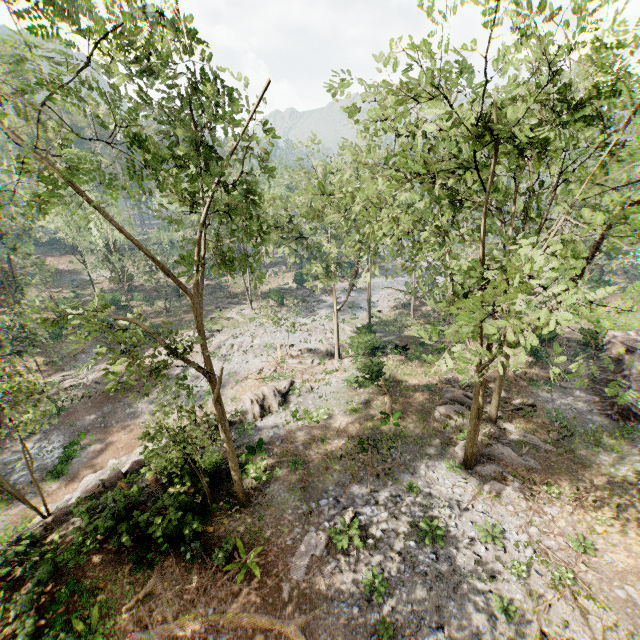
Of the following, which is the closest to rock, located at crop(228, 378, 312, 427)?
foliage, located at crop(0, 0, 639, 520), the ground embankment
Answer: foliage, located at crop(0, 0, 639, 520)

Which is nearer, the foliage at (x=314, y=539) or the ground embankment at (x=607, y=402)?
the foliage at (x=314, y=539)

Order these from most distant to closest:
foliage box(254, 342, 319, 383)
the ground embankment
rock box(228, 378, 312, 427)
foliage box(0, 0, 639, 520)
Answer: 1. foliage box(254, 342, 319, 383)
2. rock box(228, 378, 312, 427)
3. the ground embankment
4. foliage box(0, 0, 639, 520)

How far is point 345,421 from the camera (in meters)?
21.03

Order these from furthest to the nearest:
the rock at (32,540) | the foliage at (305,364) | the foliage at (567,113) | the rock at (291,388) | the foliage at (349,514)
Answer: the foliage at (305,364)
the rock at (291,388)
the foliage at (349,514)
the rock at (32,540)
the foliage at (567,113)
